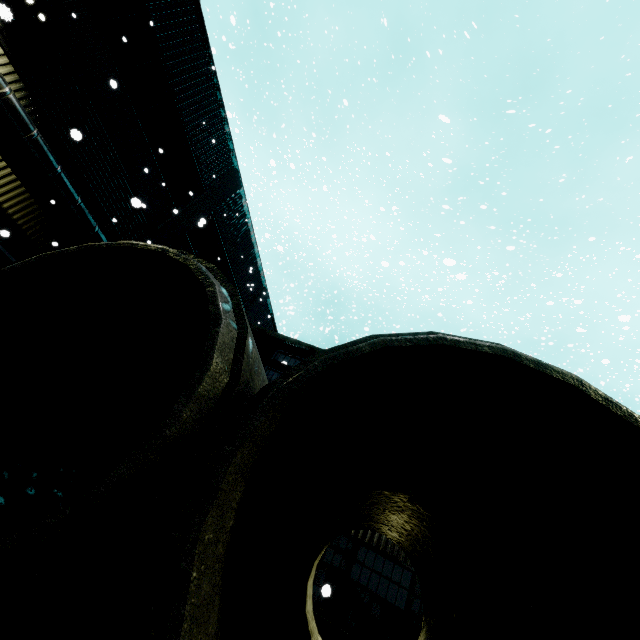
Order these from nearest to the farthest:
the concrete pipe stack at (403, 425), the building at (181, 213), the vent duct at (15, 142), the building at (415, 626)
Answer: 1. the concrete pipe stack at (403, 425)
2. the building at (415, 626)
3. the vent duct at (15, 142)
4. the building at (181, 213)

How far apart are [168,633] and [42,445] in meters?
2.5 m

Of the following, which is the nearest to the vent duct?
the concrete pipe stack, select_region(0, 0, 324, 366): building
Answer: select_region(0, 0, 324, 366): building

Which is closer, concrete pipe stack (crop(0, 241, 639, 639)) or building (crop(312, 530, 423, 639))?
concrete pipe stack (crop(0, 241, 639, 639))

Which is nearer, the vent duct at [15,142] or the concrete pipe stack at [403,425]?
the concrete pipe stack at [403,425]

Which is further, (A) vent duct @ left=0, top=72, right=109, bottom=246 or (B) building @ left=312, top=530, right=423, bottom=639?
(A) vent duct @ left=0, top=72, right=109, bottom=246

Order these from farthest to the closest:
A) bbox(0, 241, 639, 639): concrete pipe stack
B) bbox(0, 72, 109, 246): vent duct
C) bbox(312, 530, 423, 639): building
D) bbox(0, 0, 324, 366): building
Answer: bbox(0, 0, 324, 366): building < bbox(0, 72, 109, 246): vent duct < bbox(312, 530, 423, 639): building < bbox(0, 241, 639, 639): concrete pipe stack
